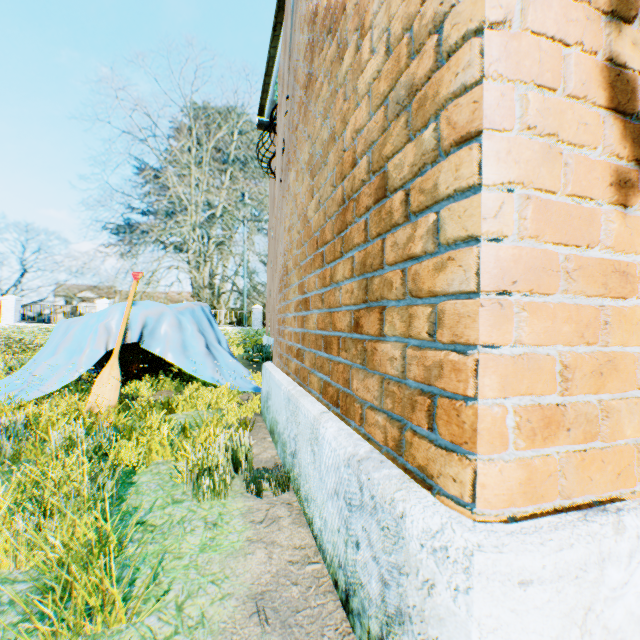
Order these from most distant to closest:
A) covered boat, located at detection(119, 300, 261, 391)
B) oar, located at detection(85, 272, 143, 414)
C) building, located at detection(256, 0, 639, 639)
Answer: covered boat, located at detection(119, 300, 261, 391)
oar, located at detection(85, 272, 143, 414)
building, located at detection(256, 0, 639, 639)

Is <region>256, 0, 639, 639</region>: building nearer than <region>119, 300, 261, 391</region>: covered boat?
Yes

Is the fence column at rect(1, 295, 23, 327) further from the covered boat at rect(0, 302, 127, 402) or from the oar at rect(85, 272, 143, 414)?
the oar at rect(85, 272, 143, 414)

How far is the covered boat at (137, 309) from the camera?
4.0 meters

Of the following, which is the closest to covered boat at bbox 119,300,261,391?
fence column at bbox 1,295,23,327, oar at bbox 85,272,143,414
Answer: oar at bbox 85,272,143,414

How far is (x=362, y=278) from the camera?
1.5m

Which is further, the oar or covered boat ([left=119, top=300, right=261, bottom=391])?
covered boat ([left=119, top=300, right=261, bottom=391])

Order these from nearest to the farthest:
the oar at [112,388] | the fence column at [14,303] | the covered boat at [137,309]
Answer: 1. the oar at [112,388]
2. the covered boat at [137,309]
3. the fence column at [14,303]
